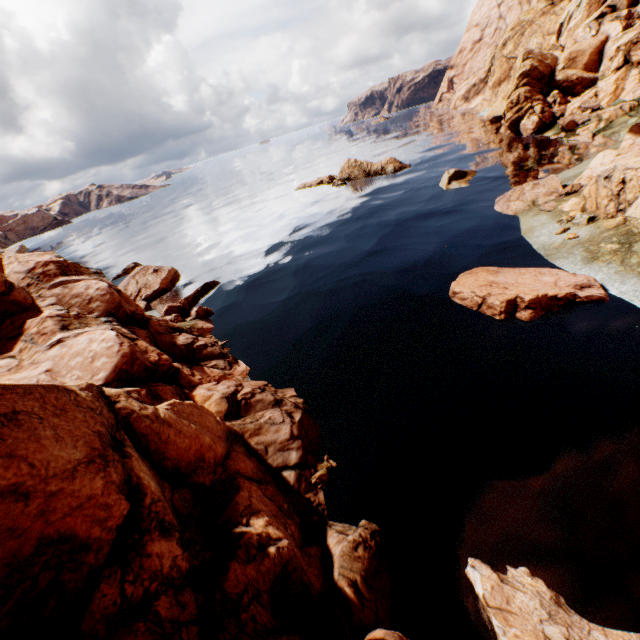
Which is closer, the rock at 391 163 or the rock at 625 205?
the rock at 625 205

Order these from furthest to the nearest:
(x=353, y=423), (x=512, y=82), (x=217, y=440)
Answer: (x=512, y=82)
(x=353, y=423)
(x=217, y=440)

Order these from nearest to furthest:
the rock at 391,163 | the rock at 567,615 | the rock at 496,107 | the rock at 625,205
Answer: the rock at 567,615 < the rock at 625,205 < the rock at 496,107 < the rock at 391,163

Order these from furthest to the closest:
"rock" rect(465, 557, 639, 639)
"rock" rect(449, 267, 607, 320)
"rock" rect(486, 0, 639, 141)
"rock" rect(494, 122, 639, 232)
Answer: "rock" rect(486, 0, 639, 141), "rock" rect(494, 122, 639, 232), "rock" rect(449, 267, 607, 320), "rock" rect(465, 557, 639, 639)

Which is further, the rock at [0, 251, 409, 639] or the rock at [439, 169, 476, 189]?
the rock at [439, 169, 476, 189]

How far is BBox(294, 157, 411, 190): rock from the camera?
40.9m

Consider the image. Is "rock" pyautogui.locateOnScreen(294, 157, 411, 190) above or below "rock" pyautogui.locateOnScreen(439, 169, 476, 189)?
above
